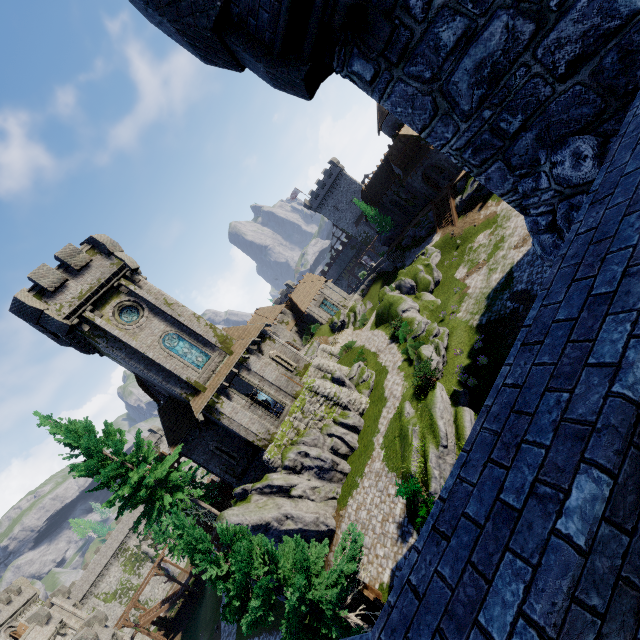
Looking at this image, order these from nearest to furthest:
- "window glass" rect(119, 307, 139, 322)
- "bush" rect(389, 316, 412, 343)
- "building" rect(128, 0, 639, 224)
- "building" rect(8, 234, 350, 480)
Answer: "building" rect(128, 0, 639, 224) → "building" rect(8, 234, 350, 480) → "window glass" rect(119, 307, 139, 322) → "bush" rect(389, 316, 412, 343)

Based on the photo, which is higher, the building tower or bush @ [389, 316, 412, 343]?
the building tower

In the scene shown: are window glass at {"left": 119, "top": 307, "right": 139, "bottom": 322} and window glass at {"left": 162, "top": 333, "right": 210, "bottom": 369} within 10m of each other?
yes

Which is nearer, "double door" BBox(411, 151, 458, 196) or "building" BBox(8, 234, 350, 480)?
"building" BBox(8, 234, 350, 480)

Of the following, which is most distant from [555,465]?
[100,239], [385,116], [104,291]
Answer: [385,116]

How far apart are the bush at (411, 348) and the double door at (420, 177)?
26.29m

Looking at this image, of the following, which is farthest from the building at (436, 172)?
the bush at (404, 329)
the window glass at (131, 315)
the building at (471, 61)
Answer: the window glass at (131, 315)

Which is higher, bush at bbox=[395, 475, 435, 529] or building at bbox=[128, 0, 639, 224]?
building at bbox=[128, 0, 639, 224]
